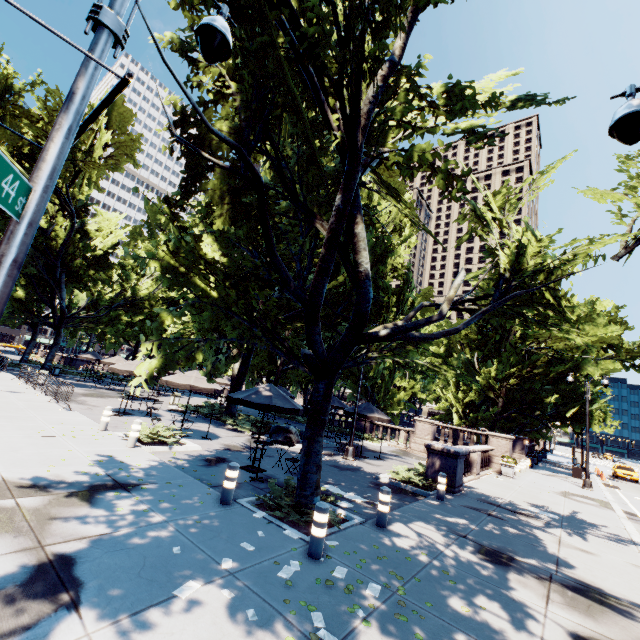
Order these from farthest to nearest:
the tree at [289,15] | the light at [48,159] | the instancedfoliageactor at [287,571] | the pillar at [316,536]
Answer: the tree at [289,15] < the pillar at [316,536] < the instancedfoliageactor at [287,571] < the light at [48,159]

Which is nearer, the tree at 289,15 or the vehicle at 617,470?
the tree at 289,15

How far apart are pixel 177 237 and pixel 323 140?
6.15m

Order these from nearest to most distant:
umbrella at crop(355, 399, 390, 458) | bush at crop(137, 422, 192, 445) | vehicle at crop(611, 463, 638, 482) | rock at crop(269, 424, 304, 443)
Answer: bush at crop(137, 422, 192, 445) < umbrella at crop(355, 399, 390, 458) < rock at crop(269, 424, 304, 443) < vehicle at crop(611, 463, 638, 482)

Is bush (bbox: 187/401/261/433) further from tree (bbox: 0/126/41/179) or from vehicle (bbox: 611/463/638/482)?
vehicle (bbox: 611/463/638/482)

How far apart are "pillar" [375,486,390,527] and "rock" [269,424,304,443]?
Result: 10.4 meters

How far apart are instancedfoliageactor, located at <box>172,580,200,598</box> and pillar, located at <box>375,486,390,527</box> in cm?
476

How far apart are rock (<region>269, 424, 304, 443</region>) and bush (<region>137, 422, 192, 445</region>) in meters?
5.9
